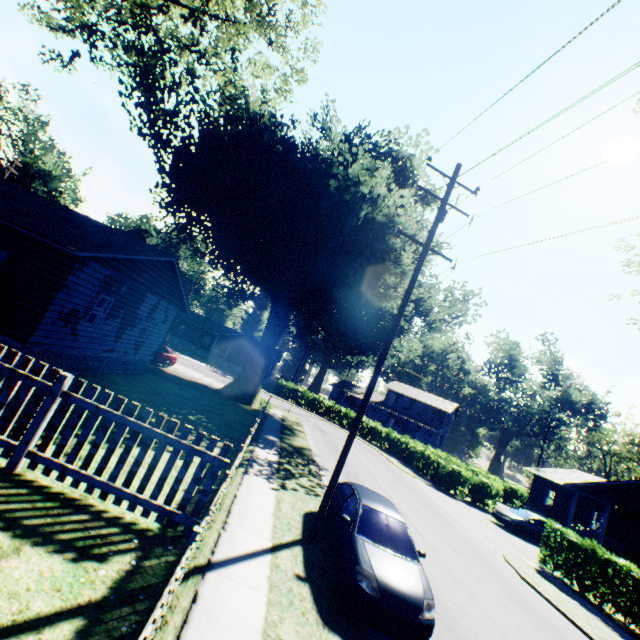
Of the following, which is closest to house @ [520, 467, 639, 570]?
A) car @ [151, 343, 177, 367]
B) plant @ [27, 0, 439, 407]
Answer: plant @ [27, 0, 439, 407]

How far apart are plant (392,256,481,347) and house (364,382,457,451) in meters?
27.9

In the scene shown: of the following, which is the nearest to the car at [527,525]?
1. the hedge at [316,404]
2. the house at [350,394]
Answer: the hedge at [316,404]

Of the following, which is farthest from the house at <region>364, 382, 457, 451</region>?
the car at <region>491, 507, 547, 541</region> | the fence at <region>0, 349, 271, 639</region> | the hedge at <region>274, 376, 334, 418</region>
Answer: the fence at <region>0, 349, 271, 639</region>

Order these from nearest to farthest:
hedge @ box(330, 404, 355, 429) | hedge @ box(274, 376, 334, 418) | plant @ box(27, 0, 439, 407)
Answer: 1. plant @ box(27, 0, 439, 407)
2. hedge @ box(330, 404, 355, 429)
3. hedge @ box(274, 376, 334, 418)

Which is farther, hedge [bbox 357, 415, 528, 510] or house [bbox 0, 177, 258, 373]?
hedge [bbox 357, 415, 528, 510]

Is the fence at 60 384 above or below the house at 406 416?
below

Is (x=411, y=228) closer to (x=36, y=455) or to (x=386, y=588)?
(x=386, y=588)
